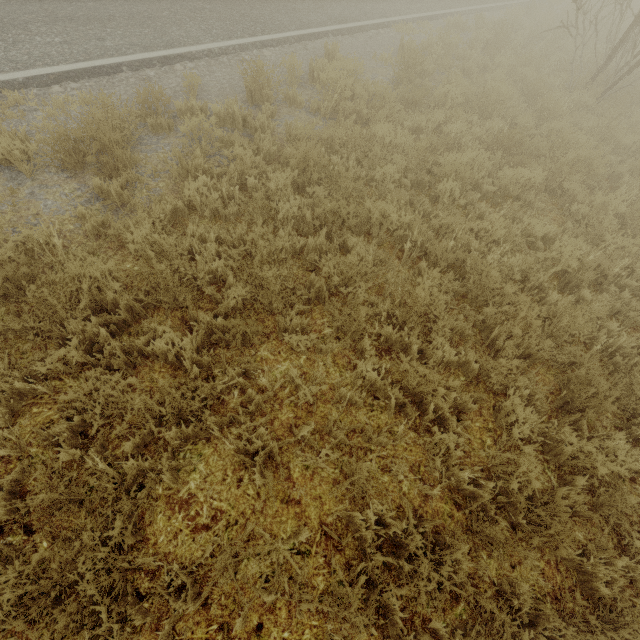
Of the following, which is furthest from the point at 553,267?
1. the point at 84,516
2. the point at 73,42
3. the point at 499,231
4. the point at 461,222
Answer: the point at 73,42
